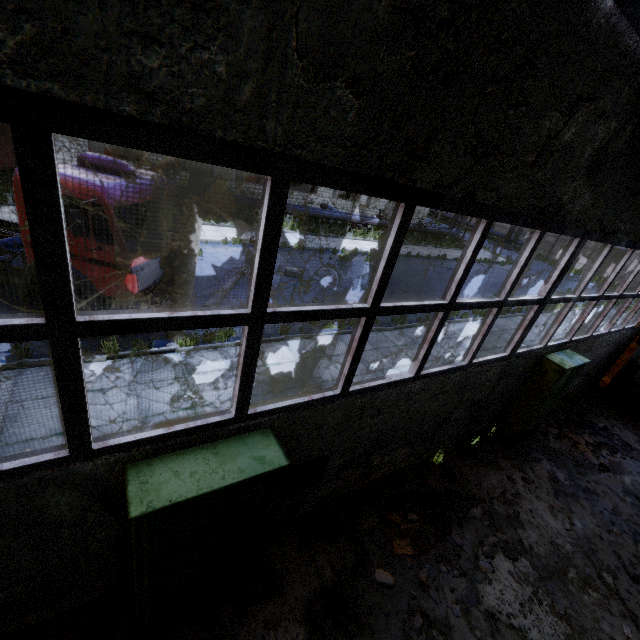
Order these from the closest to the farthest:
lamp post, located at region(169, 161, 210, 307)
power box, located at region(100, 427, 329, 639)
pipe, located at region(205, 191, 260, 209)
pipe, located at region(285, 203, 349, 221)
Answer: power box, located at region(100, 427, 329, 639) < lamp post, located at region(169, 161, 210, 307) < pipe, located at region(205, 191, 260, 209) < pipe, located at region(285, 203, 349, 221)

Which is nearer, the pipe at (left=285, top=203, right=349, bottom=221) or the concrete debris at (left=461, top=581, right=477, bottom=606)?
the concrete debris at (left=461, top=581, right=477, bottom=606)

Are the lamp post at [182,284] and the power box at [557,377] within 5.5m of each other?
no

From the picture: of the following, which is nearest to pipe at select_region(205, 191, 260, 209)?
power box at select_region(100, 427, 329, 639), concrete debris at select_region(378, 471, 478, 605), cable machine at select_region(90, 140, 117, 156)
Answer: cable machine at select_region(90, 140, 117, 156)

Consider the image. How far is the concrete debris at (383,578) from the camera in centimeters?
462cm

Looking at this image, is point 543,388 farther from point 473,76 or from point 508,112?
point 473,76

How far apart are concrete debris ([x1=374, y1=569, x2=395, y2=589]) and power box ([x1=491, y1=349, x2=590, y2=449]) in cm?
456

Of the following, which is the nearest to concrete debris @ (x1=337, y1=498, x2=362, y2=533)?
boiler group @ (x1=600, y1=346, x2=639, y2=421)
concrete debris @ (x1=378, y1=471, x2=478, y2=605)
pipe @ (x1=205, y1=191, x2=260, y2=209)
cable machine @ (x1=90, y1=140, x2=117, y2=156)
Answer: concrete debris @ (x1=378, y1=471, x2=478, y2=605)
